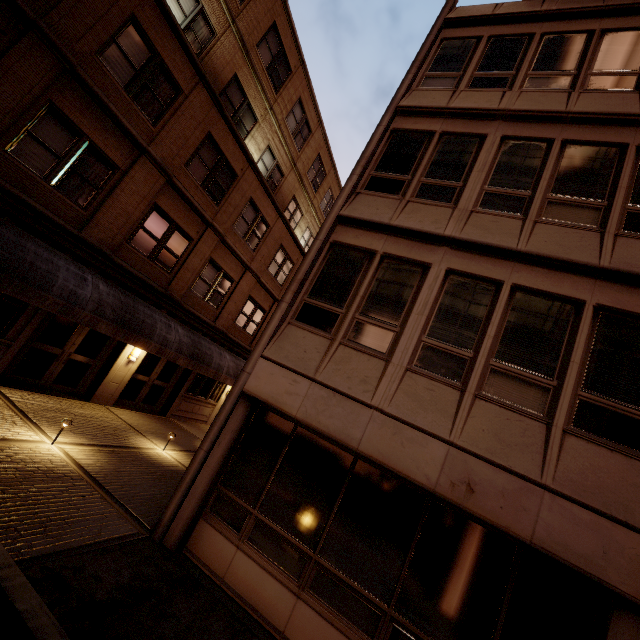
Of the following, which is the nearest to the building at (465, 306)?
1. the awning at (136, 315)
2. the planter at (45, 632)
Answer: the planter at (45, 632)

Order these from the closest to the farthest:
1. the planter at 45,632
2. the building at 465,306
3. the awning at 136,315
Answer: the planter at 45,632
the building at 465,306
the awning at 136,315

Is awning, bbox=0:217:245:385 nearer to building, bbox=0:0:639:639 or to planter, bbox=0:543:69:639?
planter, bbox=0:543:69:639

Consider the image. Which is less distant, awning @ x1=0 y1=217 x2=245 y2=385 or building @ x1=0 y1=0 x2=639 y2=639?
building @ x1=0 y1=0 x2=639 y2=639

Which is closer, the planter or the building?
the planter

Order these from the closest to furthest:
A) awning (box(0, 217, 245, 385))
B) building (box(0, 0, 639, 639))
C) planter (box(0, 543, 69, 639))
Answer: planter (box(0, 543, 69, 639)) < building (box(0, 0, 639, 639)) < awning (box(0, 217, 245, 385))

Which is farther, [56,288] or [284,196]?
[284,196]
